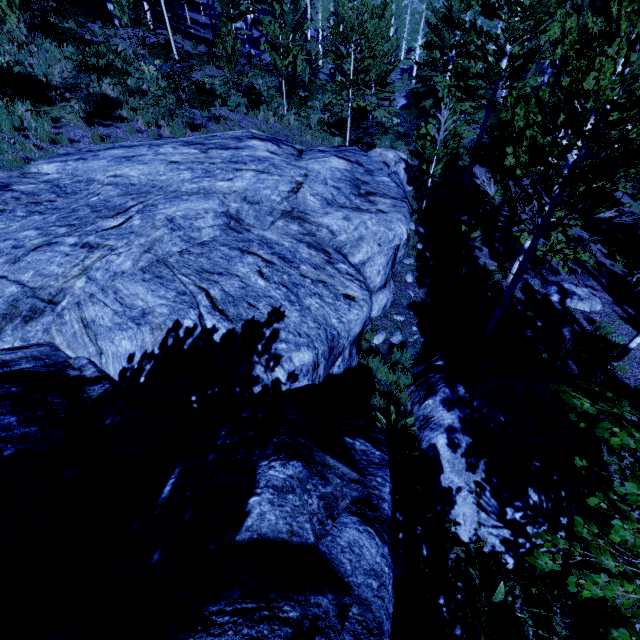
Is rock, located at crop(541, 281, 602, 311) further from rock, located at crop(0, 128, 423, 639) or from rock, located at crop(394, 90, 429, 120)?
rock, located at crop(394, 90, 429, 120)

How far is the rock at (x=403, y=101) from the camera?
32.34m

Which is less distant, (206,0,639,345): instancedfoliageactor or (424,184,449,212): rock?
(206,0,639,345): instancedfoliageactor

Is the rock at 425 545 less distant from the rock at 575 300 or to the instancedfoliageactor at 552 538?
the instancedfoliageactor at 552 538

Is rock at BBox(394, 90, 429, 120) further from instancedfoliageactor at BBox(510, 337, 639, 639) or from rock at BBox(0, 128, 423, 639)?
rock at BBox(0, 128, 423, 639)

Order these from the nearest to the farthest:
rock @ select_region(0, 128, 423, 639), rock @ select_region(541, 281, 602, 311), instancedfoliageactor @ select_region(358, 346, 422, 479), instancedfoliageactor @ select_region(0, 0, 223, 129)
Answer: rock @ select_region(0, 128, 423, 639), instancedfoliageactor @ select_region(358, 346, 422, 479), instancedfoliageactor @ select_region(0, 0, 223, 129), rock @ select_region(541, 281, 602, 311)

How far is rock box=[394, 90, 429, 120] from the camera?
32.34m

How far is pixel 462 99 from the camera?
13.88m
